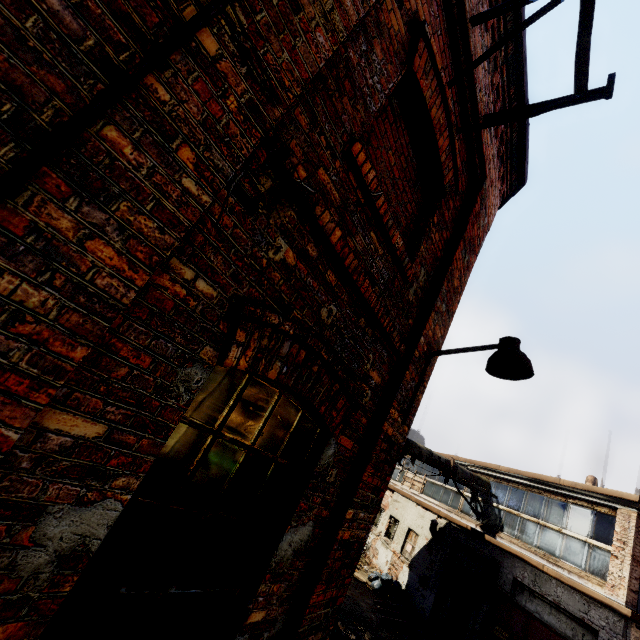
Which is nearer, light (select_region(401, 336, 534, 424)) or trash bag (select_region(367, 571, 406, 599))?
light (select_region(401, 336, 534, 424))

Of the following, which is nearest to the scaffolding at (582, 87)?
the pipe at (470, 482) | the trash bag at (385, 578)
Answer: the pipe at (470, 482)

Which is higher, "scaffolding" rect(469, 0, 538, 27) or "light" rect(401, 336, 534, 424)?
"scaffolding" rect(469, 0, 538, 27)

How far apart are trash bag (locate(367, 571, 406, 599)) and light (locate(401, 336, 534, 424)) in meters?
13.4 m

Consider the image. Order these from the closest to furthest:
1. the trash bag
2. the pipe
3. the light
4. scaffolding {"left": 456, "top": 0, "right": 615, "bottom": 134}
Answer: scaffolding {"left": 456, "top": 0, "right": 615, "bottom": 134} → the light → the pipe → the trash bag

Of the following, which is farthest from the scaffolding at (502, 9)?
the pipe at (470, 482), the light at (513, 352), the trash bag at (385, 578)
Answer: the trash bag at (385, 578)

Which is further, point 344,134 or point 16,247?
point 344,134

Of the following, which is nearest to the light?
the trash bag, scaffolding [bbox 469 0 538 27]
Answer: scaffolding [bbox 469 0 538 27]
